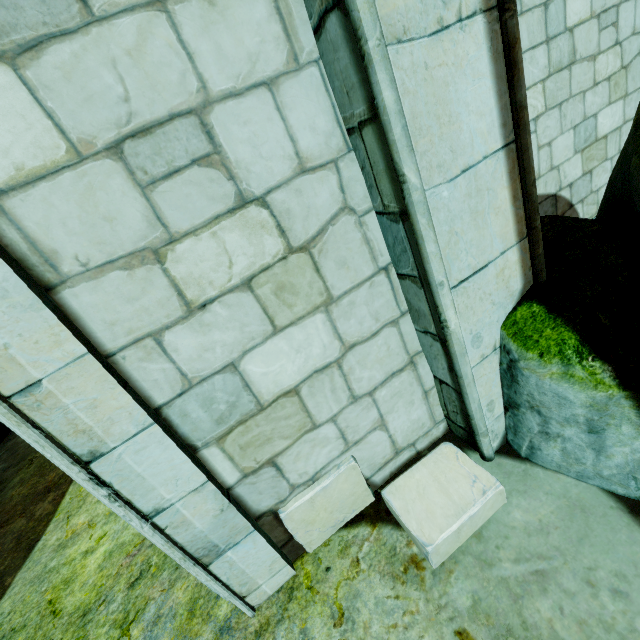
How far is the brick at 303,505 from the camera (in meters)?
2.00

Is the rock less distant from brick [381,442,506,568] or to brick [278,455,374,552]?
brick [381,442,506,568]

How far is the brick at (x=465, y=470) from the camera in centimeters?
177cm

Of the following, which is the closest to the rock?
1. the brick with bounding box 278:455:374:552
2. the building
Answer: the building

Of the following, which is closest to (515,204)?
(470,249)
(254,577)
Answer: (470,249)

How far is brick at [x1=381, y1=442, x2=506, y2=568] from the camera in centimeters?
177cm

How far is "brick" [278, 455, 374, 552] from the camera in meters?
2.0
